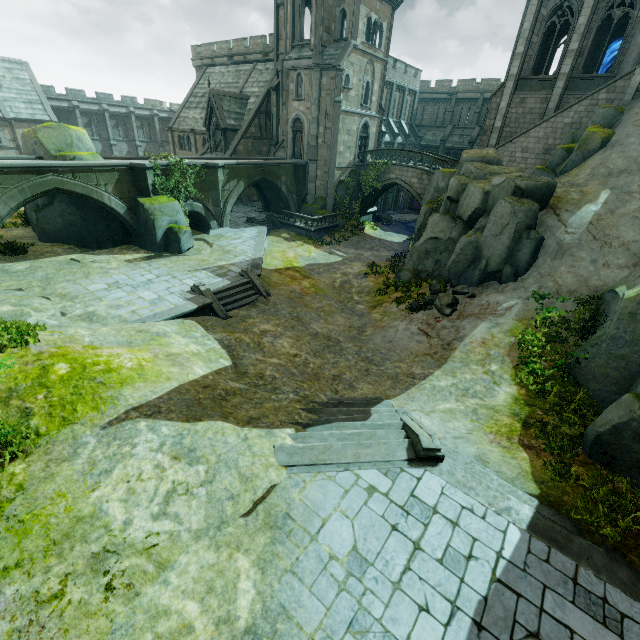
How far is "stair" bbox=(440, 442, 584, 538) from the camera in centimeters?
718cm

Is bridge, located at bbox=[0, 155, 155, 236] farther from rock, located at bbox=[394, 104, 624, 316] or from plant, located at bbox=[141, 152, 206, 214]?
rock, located at bbox=[394, 104, 624, 316]

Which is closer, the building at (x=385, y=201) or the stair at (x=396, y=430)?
the stair at (x=396, y=430)

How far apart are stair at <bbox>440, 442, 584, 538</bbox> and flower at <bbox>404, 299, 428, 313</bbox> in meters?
8.1

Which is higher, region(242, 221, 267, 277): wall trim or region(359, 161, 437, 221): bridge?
region(359, 161, 437, 221): bridge

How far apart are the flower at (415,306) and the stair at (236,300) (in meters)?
7.94

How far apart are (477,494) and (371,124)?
34.0 meters

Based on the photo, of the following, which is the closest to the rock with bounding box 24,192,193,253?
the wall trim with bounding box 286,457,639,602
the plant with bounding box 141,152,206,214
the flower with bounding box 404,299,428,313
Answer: the plant with bounding box 141,152,206,214
